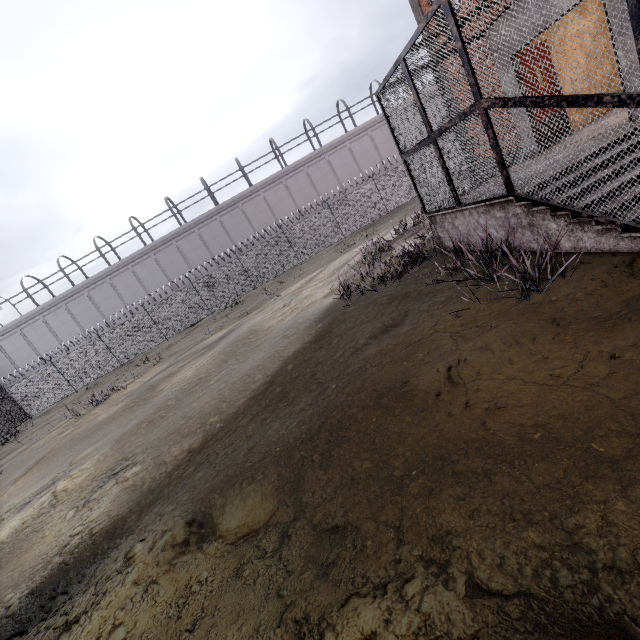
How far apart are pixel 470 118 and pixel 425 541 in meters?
9.0 m
